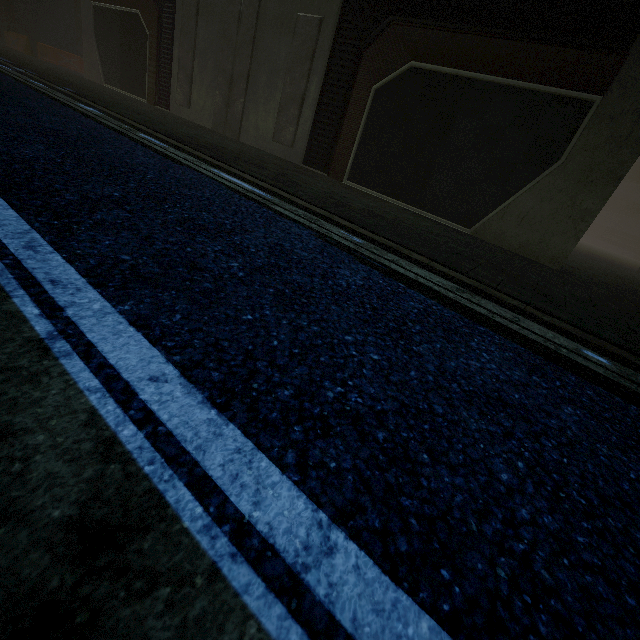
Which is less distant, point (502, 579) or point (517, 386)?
point (502, 579)
